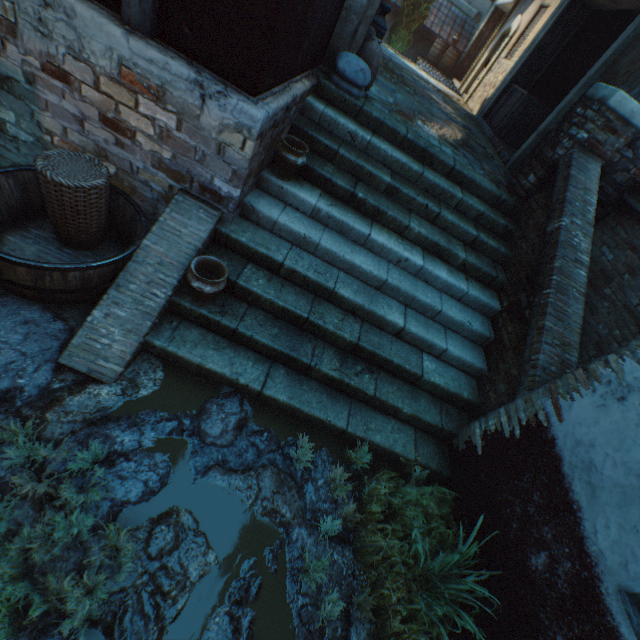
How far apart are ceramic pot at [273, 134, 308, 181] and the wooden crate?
7.0m

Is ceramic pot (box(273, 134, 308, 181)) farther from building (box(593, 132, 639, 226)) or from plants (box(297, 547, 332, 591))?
building (box(593, 132, 639, 226))

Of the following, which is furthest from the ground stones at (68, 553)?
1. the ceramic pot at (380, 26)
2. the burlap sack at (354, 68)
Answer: the ceramic pot at (380, 26)

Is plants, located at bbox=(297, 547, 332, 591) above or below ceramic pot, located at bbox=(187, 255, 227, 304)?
below

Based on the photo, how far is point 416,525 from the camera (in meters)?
2.91

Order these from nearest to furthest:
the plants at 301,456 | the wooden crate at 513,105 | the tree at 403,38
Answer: the plants at 301,456 < the wooden crate at 513,105 < the tree at 403,38

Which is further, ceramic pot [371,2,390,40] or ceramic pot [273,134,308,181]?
ceramic pot [371,2,390,40]

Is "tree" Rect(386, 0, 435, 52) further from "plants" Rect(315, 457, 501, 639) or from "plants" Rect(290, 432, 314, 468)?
"plants" Rect(290, 432, 314, 468)
